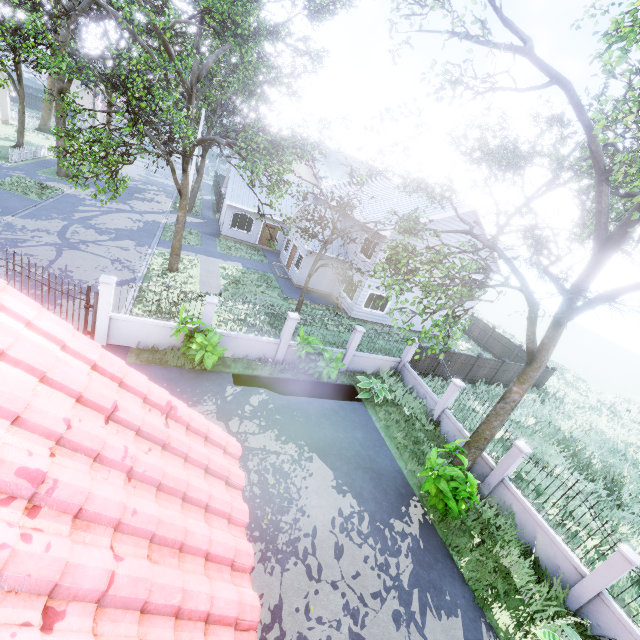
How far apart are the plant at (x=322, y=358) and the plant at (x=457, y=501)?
4.5m

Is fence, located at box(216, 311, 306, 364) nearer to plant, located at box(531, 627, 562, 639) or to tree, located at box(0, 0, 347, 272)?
plant, located at box(531, 627, 562, 639)

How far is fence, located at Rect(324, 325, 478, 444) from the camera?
13.40m

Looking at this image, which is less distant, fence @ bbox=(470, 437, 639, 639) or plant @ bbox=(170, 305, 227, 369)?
fence @ bbox=(470, 437, 639, 639)

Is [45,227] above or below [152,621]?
below

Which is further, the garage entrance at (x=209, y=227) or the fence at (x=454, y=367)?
the garage entrance at (x=209, y=227)

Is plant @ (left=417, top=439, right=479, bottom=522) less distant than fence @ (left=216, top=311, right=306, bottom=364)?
Yes

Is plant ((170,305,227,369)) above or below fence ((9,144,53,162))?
above
